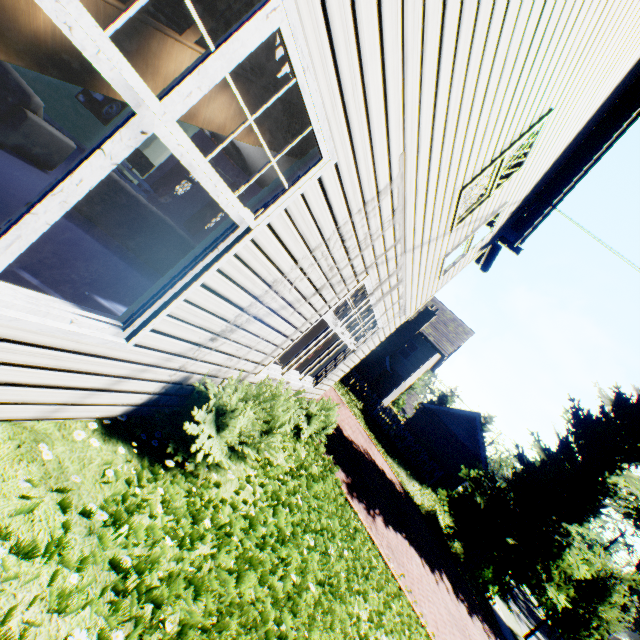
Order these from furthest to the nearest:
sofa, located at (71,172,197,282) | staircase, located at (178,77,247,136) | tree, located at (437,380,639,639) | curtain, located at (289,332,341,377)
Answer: tree, located at (437,380,639,639) → curtain, located at (289,332,341,377) → sofa, located at (71,172,197,282) → staircase, located at (178,77,247,136)

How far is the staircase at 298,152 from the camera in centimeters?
224cm

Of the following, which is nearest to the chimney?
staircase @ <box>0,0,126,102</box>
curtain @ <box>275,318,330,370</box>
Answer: curtain @ <box>275,318,330,370</box>

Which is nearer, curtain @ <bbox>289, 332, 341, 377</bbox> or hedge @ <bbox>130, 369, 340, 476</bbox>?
hedge @ <bbox>130, 369, 340, 476</bbox>

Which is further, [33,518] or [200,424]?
[200,424]

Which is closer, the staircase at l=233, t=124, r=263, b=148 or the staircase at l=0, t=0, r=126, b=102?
the staircase at l=0, t=0, r=126, b=102

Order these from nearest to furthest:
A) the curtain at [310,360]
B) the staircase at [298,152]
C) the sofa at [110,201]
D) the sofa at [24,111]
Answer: the staircase at [298,152] < the sofa at [24,111] < the sofa at [110,201] < the curtain at [310,360]

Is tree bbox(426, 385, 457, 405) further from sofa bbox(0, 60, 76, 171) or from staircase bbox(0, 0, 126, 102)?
sofa bbox(0, 60, 76, 171)
